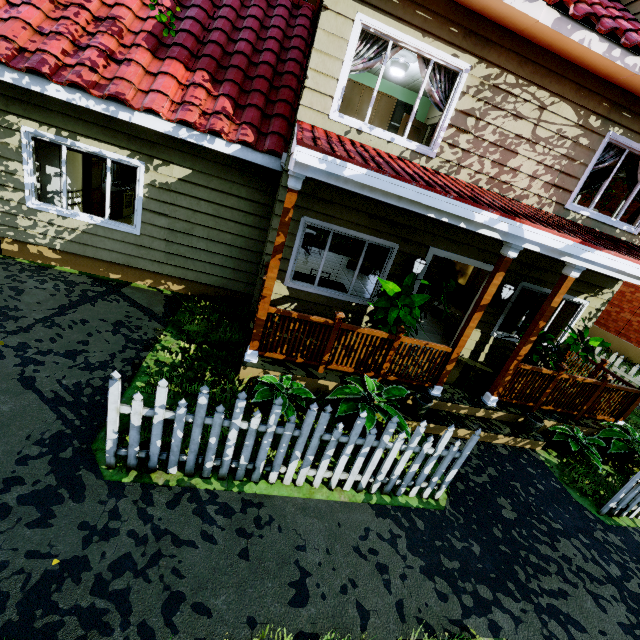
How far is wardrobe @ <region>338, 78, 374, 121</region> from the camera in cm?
890

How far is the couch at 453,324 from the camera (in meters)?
8.27

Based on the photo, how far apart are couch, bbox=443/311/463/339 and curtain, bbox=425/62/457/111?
4.2m

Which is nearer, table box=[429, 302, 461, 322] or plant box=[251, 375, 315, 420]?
plant box=[251, 375, 315, 420]

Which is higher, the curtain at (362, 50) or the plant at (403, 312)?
the curtain at (362, 50)

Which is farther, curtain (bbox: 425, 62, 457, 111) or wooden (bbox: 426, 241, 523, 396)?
curtain (bbox: 425, 62, 457, 111)

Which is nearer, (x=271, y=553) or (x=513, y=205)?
(x=271, y=553)

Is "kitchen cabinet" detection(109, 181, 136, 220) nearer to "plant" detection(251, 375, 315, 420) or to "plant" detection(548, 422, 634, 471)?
"plant" detection(251, 375, 315, 420)
